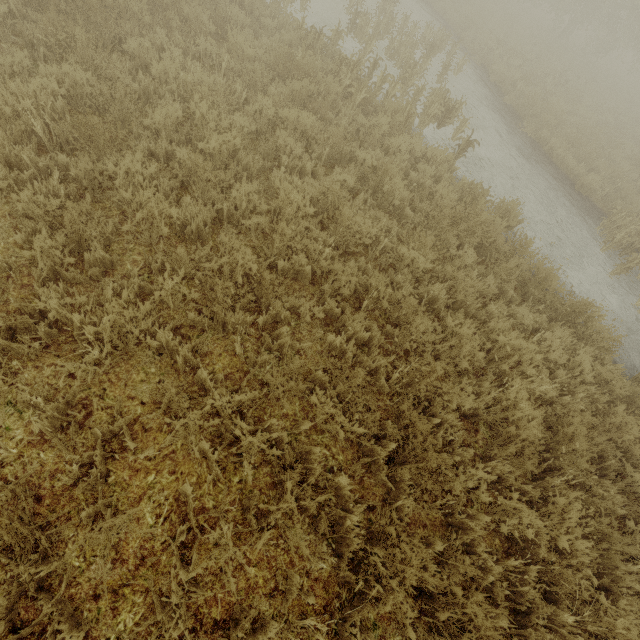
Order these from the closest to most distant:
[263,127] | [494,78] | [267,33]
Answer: [263,127] → [267,33] → [494,78]
